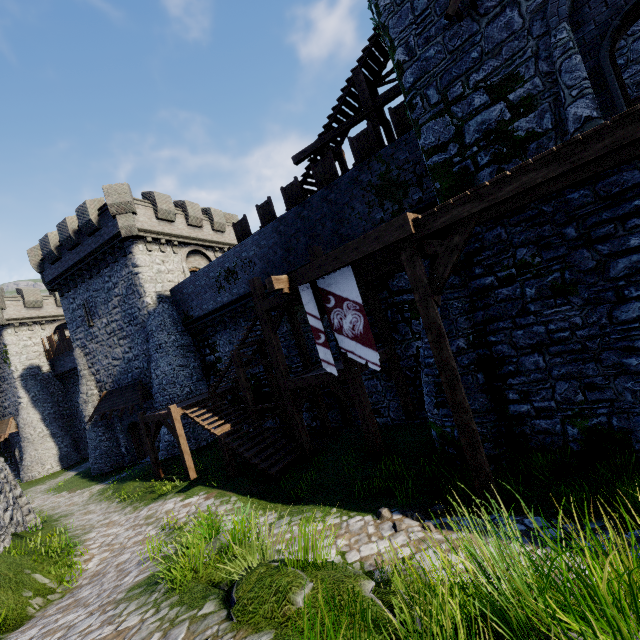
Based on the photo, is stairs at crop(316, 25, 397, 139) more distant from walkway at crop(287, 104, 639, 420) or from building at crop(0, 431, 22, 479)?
building at crop(0, 431, 22, 479)

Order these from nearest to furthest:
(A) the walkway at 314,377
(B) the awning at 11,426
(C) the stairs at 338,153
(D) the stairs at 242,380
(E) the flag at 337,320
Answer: (E) the flag at 337,320 → (A) the walkway at 314,377 → (D) the stairs at 242,380 → (C) the stairs at 338,153 → (B) the awning at 11,426

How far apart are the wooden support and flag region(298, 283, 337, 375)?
0.31m

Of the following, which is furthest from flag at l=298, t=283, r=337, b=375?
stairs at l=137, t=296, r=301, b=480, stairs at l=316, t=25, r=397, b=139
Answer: stairs at l=316, t=25, r=397, b=139

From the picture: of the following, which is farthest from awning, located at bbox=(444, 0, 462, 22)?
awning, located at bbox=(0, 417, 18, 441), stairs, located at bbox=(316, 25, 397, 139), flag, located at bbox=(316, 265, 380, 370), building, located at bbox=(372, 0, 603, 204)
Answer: awning, located at bbox=(0, 417, 18, 441)

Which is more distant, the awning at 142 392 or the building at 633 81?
the awning at 142 392

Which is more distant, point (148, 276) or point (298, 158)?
point (148, 276)

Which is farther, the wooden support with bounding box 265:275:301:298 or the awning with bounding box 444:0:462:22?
the wooden support with bounding box 265:275:301:298
